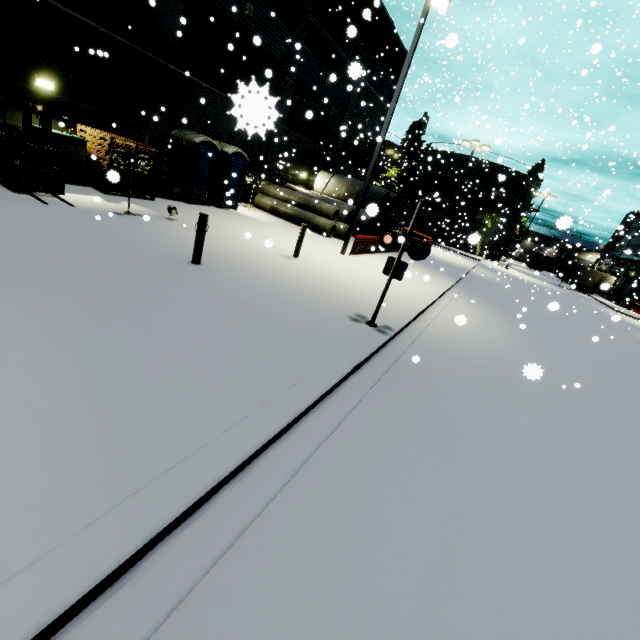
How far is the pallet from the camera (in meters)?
11.15

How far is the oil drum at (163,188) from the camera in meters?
13.8 m

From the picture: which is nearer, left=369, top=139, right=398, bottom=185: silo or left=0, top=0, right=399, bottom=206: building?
left=0, top=0, right=399, bottom=206: building

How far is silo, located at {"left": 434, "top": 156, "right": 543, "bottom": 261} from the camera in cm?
4372

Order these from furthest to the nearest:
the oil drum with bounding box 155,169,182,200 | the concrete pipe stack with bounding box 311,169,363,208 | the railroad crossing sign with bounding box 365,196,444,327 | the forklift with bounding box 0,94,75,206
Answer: →
the concrete pipe stack with bounding box 311,169,363,208
the oil drum with bounding box 155,169,182,200
the forklift with bounding box 0,94,75,206
the railroad crossing sign with bounding box 365,196,444,327

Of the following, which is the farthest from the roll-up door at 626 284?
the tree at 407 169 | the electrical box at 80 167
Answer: the electrical box at 80 167

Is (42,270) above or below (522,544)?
above

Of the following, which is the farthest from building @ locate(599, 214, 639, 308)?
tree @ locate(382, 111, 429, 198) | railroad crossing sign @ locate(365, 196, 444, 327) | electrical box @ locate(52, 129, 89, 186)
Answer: railroad crossing sign @ locate(365, 196, 444, 327)
